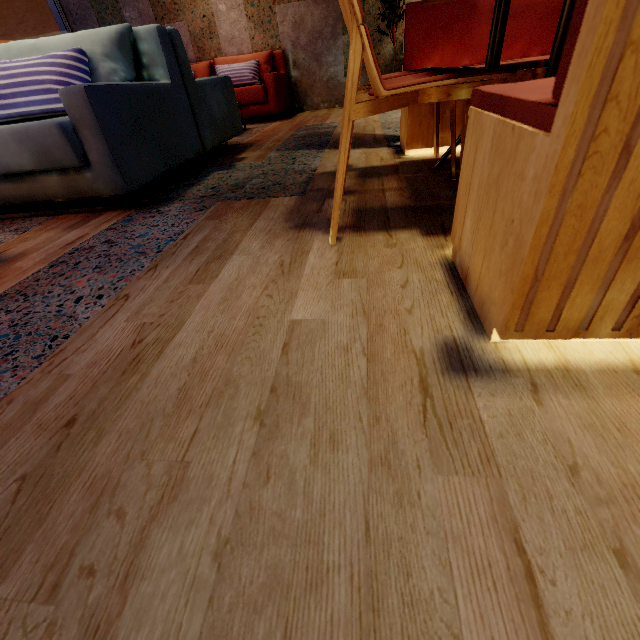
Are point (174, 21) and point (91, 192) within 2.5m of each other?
no

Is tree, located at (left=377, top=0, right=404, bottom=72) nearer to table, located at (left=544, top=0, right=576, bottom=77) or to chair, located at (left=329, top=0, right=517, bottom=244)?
table, located at (left=544, top=0, right=576, bottom=77)

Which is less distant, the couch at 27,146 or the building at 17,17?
the couch at 27,146

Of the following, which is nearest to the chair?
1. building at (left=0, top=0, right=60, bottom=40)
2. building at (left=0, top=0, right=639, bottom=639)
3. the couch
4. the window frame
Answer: building at (left=0, top=0, right=639, bottom=639)

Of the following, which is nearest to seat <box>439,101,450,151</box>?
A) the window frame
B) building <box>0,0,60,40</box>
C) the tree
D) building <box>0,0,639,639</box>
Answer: building <box>0,0,639,639</box>

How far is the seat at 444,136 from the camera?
2.0m

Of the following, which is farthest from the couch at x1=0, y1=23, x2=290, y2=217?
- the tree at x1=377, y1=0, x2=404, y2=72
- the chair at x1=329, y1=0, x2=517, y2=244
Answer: the tree at x1=377, y1=0, x2=404, y2=72

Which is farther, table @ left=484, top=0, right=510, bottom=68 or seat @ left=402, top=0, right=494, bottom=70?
seat @ left=402, top=0, right=494, bottom=70
